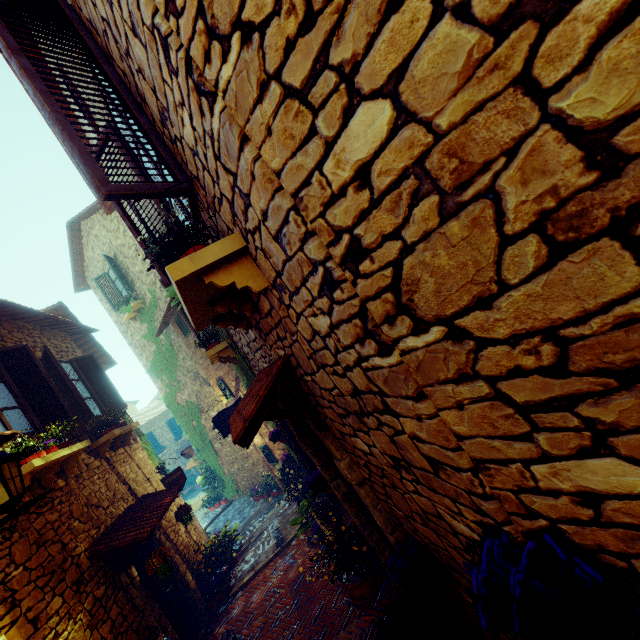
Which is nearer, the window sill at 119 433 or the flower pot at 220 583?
the window sill at 119 433

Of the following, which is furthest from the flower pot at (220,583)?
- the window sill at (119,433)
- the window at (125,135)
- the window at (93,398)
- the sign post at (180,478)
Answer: the window at (125,135)

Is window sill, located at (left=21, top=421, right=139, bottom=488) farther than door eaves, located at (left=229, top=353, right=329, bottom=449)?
Yes

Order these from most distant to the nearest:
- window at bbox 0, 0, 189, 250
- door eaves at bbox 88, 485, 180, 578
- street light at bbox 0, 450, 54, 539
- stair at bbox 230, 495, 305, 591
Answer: stair at bbox 230, 495, 305, 591, door eaves at bbox 88, 485, 180, 578, street light at bbox 0, 450, 54, 539, window at bbox 0, 0, 189, 250

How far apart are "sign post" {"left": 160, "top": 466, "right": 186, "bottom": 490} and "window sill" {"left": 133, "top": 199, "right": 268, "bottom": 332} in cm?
584

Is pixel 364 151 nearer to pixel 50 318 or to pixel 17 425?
pixel 17 425

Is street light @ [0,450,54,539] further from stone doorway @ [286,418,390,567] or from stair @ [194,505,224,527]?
stair @ [194,505,224,527]

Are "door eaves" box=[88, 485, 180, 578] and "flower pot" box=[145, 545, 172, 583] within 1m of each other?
yes
